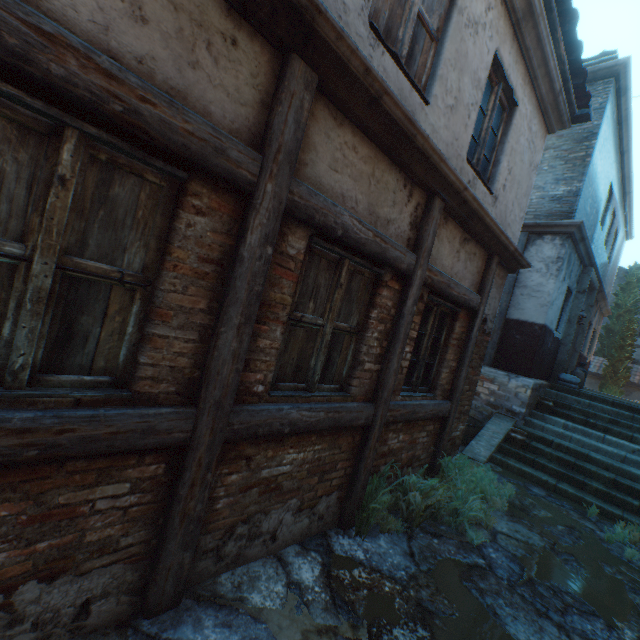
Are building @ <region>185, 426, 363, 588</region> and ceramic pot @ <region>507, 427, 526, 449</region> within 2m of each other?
no

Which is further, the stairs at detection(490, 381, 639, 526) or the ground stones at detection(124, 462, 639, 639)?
the stairs at detection(490, 381, 639, 526)

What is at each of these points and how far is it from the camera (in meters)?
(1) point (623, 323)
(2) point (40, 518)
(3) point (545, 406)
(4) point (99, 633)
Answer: (1) tree, 23.72
(2) building, 1.65
(3) ceramic pot, 8.23
(4) ground stones, 1.93

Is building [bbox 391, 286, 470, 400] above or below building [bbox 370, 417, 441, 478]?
above

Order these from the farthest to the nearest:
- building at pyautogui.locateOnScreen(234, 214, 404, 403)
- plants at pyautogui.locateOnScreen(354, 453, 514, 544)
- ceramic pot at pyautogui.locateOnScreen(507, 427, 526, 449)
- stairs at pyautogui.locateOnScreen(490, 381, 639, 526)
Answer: ceramic pot at pyautogui.locateOnScreen(507, 427, 526, 449) → stairs at pyautogui.locateOnScreen(490, 381, 639, 526) → plants at pyautogui.locateOnScreen(354, 453, 514, 544) → building at pyautogui.locateOnScreen(234, 214, 404, 403)

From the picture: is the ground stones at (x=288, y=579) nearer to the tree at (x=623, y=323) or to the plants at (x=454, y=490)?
the plants at (x=454, y=490)

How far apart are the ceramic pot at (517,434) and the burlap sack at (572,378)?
3.1m

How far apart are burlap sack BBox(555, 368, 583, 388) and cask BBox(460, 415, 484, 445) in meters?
3.1 m
